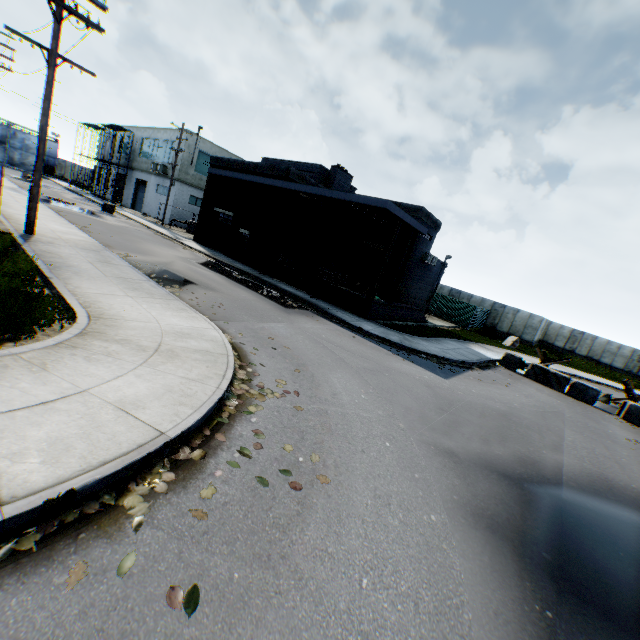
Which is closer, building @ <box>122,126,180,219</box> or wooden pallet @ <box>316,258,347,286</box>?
wooden pallet @ <box>316,258,347,286</box>

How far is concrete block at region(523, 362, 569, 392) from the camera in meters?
16.2 m

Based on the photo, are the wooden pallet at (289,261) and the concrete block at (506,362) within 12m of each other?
no

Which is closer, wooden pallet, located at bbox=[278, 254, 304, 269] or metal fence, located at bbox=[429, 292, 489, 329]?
wooden pallet, located at bbox=[278, 254, 304, 269]

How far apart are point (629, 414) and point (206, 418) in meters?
18.8

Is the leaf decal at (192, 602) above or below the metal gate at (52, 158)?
below

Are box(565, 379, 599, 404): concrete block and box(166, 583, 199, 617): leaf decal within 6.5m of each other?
no

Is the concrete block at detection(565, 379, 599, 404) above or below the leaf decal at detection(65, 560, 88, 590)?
above
